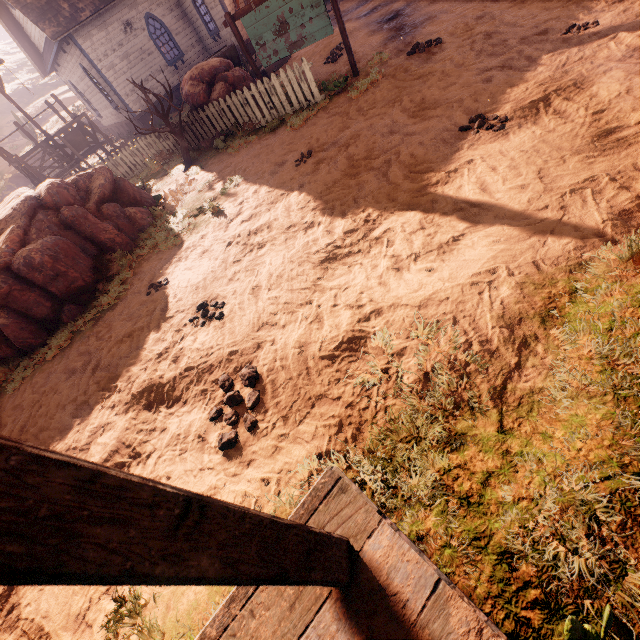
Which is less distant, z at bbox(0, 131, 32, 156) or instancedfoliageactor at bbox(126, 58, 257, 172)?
instancedfoliageactor at bbox(126, 58, 257, 172)

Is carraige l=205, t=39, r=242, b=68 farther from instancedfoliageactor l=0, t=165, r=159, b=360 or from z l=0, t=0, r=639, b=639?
instancedfoliageactor l=0, t=165, r=159, b=360

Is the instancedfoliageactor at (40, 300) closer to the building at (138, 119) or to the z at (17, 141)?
the z at (17, 141)

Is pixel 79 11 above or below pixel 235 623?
above

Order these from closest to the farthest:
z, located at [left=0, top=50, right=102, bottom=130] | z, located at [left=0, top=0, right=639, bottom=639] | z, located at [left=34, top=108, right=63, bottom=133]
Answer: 1. z, located at [left=0, top=0, right=639, bottom=639]
2. z, located at [left=34, top=108, right=63, bottom=133]
3. z, located at [left=0, top=50, right=102, bottom=130]

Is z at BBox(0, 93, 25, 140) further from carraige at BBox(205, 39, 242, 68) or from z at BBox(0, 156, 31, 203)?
carraige at BBox(205, 39, 242, 68)

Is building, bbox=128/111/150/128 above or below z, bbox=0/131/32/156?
below

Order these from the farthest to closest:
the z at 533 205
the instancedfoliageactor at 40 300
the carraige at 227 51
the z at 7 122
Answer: the z at 7 122 → the carraige at 227 51 → the instancedfoliageactor at 40 300 → the z at 533 205
